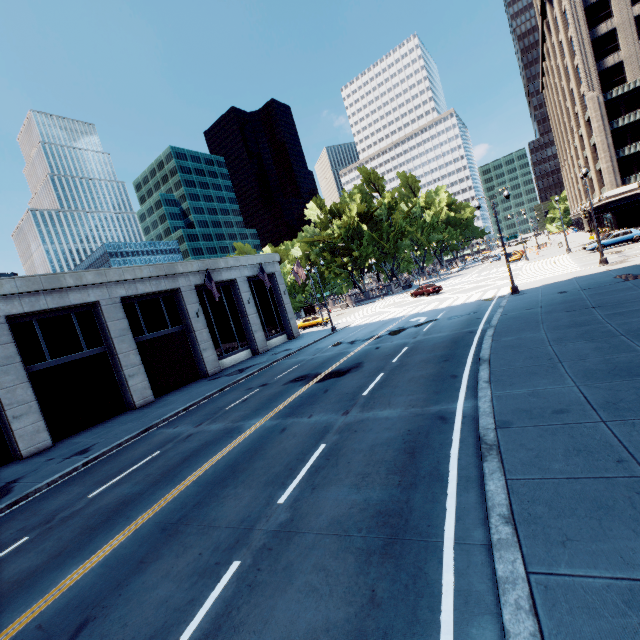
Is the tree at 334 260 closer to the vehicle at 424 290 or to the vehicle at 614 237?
the vehicle at 424 290

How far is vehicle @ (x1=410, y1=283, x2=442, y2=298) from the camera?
39.0m

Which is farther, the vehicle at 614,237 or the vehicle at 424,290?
the vehicle at 424,290

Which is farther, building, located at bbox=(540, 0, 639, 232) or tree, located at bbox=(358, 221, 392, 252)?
tree, located at bbox=(358, 221, 392, 252)

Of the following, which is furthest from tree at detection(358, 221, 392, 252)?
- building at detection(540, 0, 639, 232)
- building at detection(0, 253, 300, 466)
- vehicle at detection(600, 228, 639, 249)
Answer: vehicle at detection(600, 228, 639, 249)

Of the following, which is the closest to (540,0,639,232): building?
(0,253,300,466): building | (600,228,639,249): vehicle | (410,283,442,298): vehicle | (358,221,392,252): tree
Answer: (358,221,392,252): tree

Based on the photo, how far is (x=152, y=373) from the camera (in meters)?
24.11

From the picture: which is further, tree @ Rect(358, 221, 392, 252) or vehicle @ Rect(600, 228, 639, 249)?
tree @ Rect(358, 221, 392, 252)
